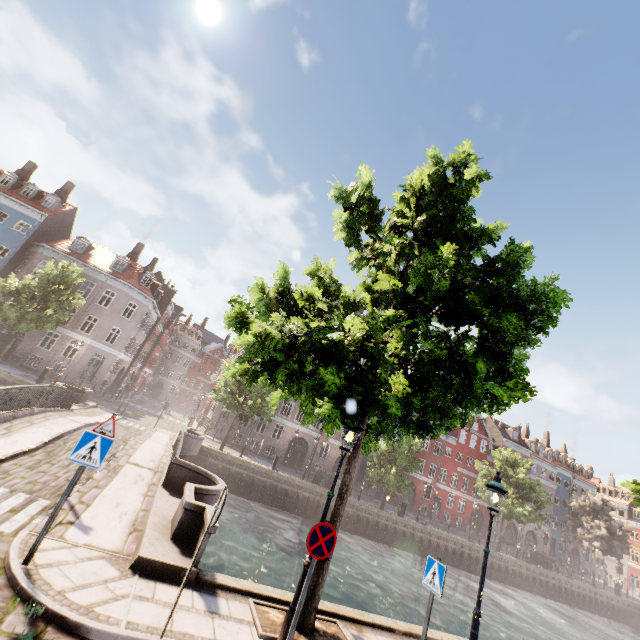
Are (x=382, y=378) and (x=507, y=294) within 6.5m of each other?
yes

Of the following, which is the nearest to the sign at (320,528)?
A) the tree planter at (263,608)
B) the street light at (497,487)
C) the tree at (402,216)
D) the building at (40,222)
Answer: the street light at (497,487)

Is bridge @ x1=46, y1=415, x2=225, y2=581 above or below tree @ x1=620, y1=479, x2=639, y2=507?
below

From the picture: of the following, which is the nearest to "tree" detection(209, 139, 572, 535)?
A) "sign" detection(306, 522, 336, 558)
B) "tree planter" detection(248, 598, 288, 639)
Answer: "tree planter" detection(248, 598, 288, 639)

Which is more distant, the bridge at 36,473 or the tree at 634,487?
the tree at 634,487

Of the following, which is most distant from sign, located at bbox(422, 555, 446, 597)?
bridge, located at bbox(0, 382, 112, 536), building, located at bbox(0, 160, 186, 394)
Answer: building, located at bbox(0, 160, 186, 394)

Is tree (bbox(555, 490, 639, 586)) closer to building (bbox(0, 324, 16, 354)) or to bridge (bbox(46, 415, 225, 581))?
bridge (bbox(46, 415, 225, 581))

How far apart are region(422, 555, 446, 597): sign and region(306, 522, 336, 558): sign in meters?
2.2 m
